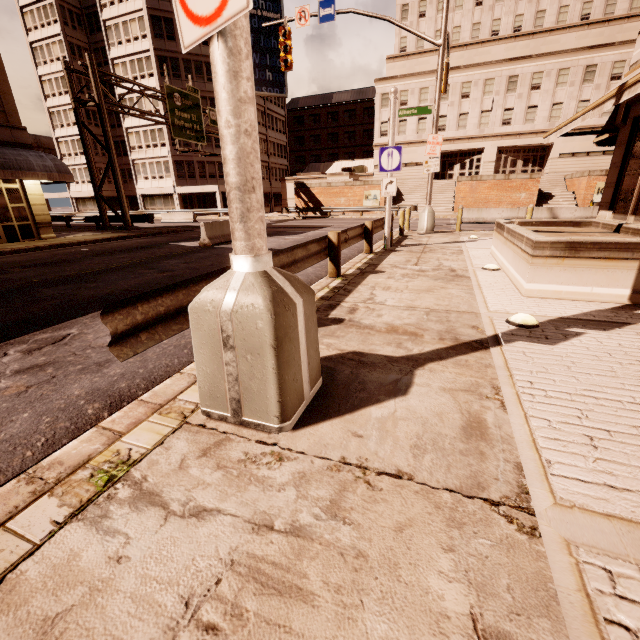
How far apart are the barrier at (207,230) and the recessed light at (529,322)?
12.63m

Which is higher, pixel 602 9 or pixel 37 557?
pixel 602 9

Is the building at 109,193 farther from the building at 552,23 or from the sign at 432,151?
the sign at 432,151

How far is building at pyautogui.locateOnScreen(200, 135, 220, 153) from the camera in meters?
42.7 m

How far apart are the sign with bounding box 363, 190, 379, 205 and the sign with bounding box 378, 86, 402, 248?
25.3m

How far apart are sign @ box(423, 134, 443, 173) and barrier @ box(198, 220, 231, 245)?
8.91m

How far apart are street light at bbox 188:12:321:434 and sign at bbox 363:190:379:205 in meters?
34.3

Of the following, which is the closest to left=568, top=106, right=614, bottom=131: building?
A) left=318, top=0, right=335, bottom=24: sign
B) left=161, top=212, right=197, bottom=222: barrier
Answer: left=161, top=212, right=197, bottom=222: barrier
